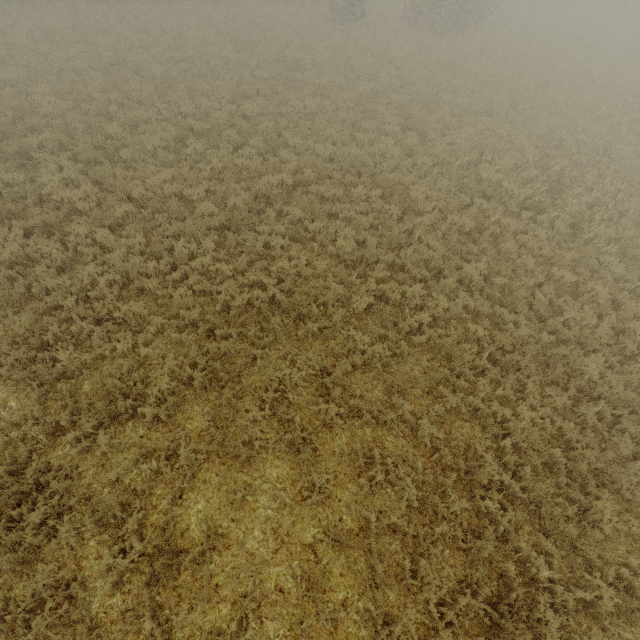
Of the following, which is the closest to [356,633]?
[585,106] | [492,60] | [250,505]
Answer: [250,505]
